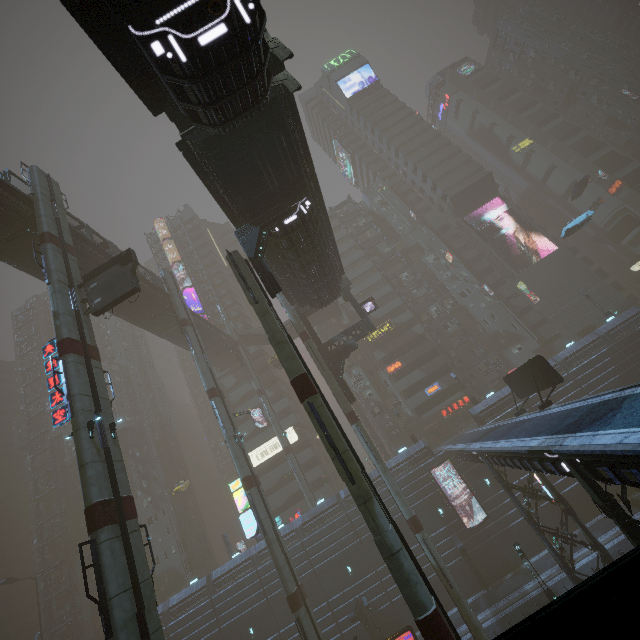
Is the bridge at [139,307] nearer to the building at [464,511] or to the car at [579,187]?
the building at [464,511]

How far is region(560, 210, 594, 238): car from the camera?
39.2 meters

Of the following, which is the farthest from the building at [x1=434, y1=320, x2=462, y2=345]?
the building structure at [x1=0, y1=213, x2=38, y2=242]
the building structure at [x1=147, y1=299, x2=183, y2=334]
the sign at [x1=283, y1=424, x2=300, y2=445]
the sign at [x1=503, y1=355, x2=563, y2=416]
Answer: the building structure at [x1=0, y1=213, x2=38, y2=242]

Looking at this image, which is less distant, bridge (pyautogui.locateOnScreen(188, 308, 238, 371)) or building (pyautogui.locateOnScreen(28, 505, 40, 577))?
bridge (pyautogui.locateOnScreen(188, 308, 238, 371))

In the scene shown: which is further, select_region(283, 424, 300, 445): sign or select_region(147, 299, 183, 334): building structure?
select_region(283, 424, 300, 445): sign

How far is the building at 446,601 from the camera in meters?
32.0 m

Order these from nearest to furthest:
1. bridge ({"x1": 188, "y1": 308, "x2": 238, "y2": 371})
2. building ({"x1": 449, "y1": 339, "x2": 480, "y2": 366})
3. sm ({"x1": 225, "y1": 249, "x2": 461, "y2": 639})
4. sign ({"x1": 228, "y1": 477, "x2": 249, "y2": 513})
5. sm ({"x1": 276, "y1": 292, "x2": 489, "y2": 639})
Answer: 1. sm ({"x1": 225, "y1": 249, "x2": 461, "y2": 639})
2. sm ({"x1": 276, "y1": 292, "x2": 489, "y2": 639})
3. sign ({"x1": 228, "y1": 477, "x2": 249, "y2": 513})
4. bridge ({"x1": 188, "y1": 308, "x2": 238, "y2": 371})
5. building ({"x1": 449, "y1": 339, "x2": 480, "y2": 366})

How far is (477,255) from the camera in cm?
5994
